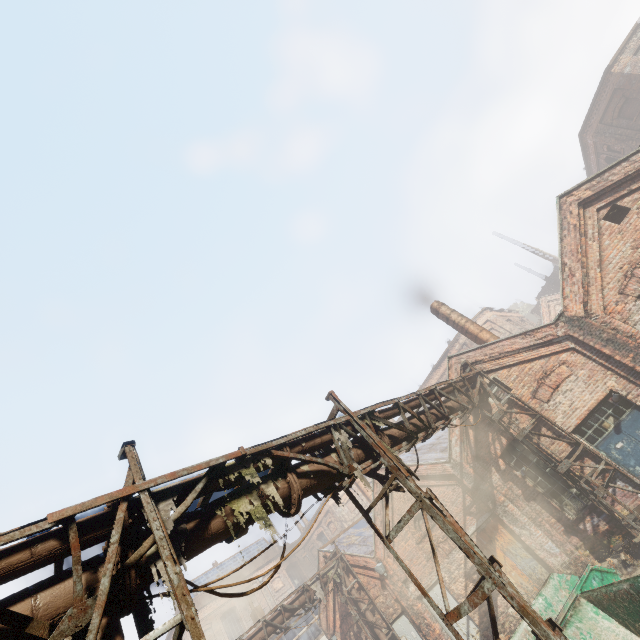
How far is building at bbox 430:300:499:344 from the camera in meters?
14.6 m

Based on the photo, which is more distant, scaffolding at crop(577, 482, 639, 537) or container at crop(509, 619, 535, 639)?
scaffolding at crop(577, 482, 639, 537)

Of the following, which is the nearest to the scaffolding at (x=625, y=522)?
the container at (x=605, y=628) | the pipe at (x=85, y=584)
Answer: the pipe at (x=85, y=584)

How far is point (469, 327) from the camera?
15.1m

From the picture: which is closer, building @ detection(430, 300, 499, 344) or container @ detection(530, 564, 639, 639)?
container @ detection(530, 564, 639, 639)

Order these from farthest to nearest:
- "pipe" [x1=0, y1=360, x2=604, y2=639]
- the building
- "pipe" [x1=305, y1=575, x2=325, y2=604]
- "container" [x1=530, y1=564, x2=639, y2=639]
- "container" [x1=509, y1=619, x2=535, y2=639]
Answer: "pipe" [x1=305, y1=575, x2=325, y2=604] < the building < "container" [x1=509, y1=619, x2=535, y2=639] < "container" [x1=530, y1=564, x2=639, y2=639] < "pipe" [x1=0, y1=360, x2=604, y2=639]

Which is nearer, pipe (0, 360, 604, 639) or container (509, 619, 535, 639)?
pipe (0, 360, 604, 639)

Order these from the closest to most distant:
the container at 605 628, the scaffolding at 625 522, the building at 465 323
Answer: the container at 605 628, the scaffolding at 625 522, the building at 465 323
